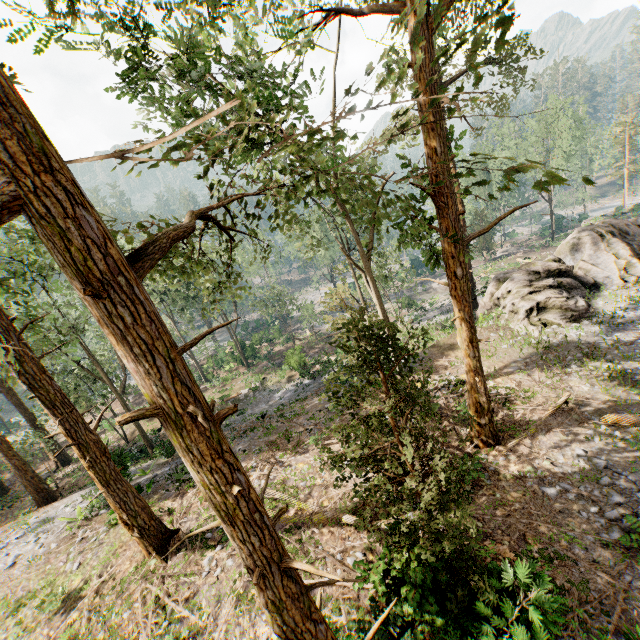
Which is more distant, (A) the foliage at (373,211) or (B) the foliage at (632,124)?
(B) the foliage at (632,124)

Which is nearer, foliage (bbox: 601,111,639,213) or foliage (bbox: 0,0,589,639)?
foliage (bbox: 0,0,589,639)

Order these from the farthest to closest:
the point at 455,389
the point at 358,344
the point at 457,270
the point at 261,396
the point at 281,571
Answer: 1. the point at 261,396
2. the point at 455,389
3. the point at 457,270
4. the point at 358,344
5. the point at 281,571

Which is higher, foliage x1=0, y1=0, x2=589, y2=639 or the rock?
foliage x1=0, y1=0, x2=589, y2=639

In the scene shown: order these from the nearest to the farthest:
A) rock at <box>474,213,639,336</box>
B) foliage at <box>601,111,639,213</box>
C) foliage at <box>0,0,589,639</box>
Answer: foliage at <box>0,0,589,639</box>
rock at <box>474,213,639,336</box>
foliage at <box>601,111,639,213</box>

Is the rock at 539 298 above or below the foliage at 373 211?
below

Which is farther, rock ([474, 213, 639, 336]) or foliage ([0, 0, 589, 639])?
rock ([474, 213, 639, 336])
